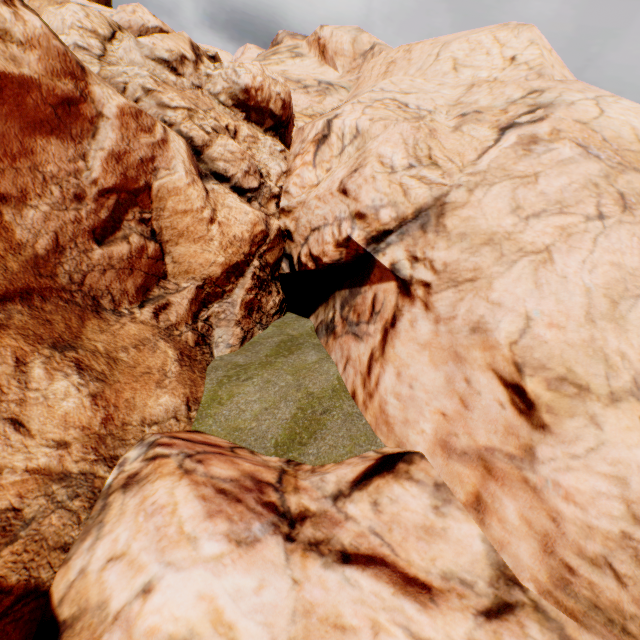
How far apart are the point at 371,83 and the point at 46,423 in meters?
21.1 m
